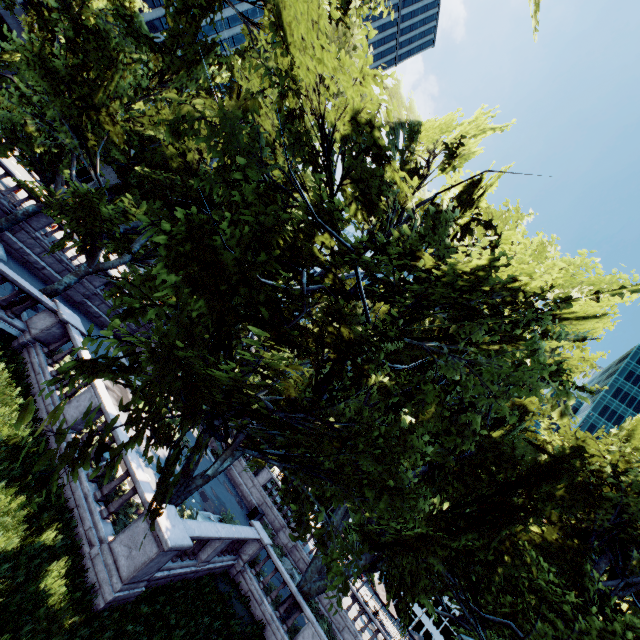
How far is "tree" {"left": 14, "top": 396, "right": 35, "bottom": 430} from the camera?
2.48m

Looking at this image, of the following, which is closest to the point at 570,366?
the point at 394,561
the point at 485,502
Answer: the point at 485,502

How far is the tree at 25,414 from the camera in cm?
248

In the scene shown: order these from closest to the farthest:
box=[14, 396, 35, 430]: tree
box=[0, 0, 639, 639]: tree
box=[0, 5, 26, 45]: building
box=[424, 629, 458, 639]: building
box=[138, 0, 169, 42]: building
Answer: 1. box=[14, 396, 35, 430]: tree
2. box=[0, 0, 639, 639]: tree
3. box=[0, 5, 26, 45]: building
4. box=[138, 0, 169, 42]: building
5. box=[424, 629, 458, 639]: building

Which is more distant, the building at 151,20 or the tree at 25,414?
the building at 151,20

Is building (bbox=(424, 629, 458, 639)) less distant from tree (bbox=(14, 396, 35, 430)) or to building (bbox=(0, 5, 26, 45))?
tree (bbox=(14, 396, 35, 430))

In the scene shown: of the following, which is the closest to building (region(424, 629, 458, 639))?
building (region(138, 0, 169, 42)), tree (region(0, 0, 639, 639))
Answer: tree (region(0, 0, 639, 639))
